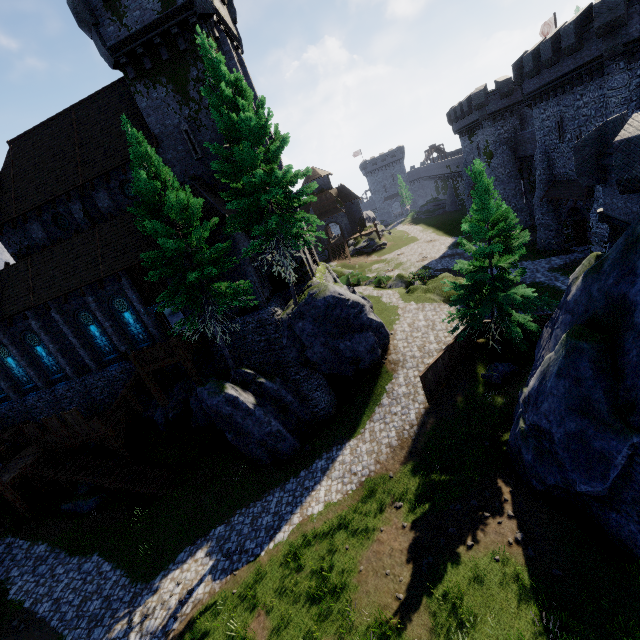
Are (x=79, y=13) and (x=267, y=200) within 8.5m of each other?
no

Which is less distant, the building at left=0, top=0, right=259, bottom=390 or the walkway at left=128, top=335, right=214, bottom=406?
the building at left=0, top=0, right=259, bottom=390

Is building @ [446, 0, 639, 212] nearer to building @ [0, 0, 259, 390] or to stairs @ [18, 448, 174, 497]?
building @ [0, 0, 259, 390]

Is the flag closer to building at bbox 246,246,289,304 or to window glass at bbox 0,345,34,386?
building at bbox 246,246,289,304

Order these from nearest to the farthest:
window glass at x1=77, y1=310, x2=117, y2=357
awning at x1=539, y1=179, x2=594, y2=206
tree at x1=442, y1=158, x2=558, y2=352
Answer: tree at x1=442, y1=158, x2=558, y2=352, window glass at x1=77, y1=310, x2=117, y2=357, awning at x1=539, y1=179, x2=594, y2=206

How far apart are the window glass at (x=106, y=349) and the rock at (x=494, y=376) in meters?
24.6 m

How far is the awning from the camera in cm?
2516

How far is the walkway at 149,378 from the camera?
19.3m
